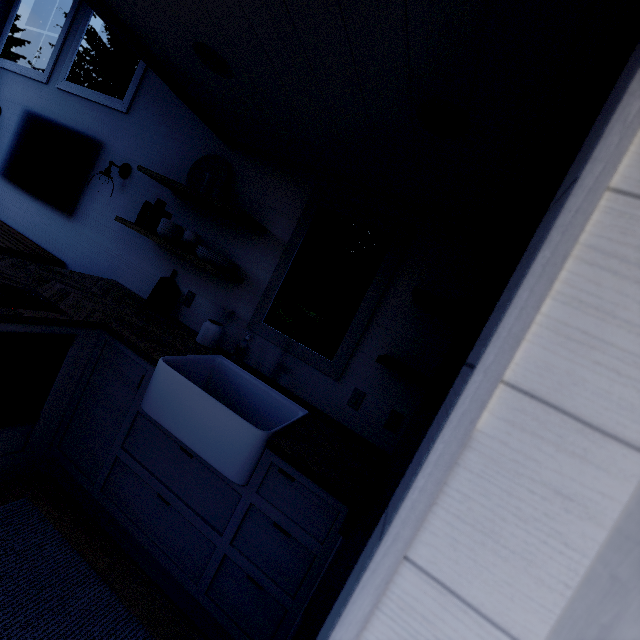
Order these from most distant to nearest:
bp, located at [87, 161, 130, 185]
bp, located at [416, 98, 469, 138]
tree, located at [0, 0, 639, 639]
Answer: bp, located at [87, 161, 130, 185], bp, located at [416, 98, 469, 138], tree, located at [0, 0, 639, 639]

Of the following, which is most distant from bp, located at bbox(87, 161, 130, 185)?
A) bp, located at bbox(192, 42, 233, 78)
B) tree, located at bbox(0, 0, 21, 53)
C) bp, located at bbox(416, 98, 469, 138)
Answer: bp, located at bbox(416, 98, 469, 138)

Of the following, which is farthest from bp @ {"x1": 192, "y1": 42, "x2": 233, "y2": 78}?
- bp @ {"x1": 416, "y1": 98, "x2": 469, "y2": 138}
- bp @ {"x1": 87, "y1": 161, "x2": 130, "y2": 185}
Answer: bp @ {"x1": 87, "y1": 161, "x2": 130, "y2": 185}

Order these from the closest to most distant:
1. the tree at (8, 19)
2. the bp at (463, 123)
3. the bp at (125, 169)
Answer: the bp at (463, 123) < the bp at (125, 169) < the tree at (8, 19)

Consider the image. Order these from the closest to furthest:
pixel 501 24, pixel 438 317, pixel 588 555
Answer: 1. pixel 588 555
2. pixel 501 24
3. pixel 438 317

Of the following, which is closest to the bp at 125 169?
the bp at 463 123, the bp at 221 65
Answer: the bp at 221 65

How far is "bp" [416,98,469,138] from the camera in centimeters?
116cm
